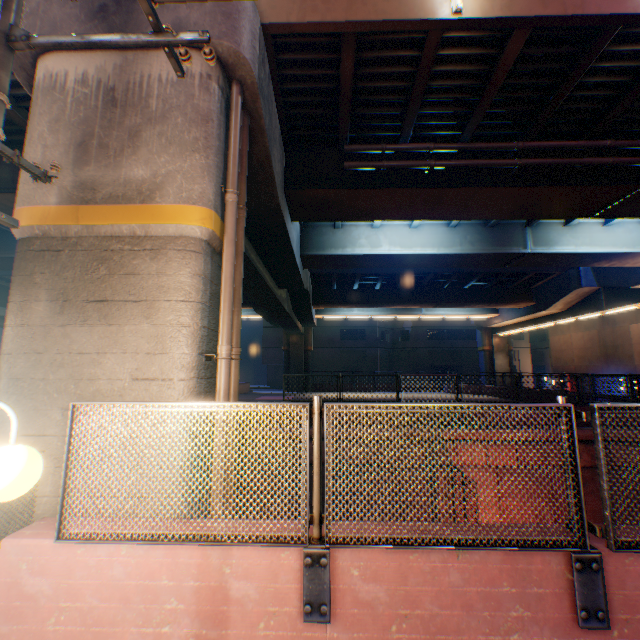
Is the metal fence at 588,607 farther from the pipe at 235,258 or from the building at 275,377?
the building at 275,377

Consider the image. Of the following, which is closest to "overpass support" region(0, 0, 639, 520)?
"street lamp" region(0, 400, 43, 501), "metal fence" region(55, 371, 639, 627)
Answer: "metal fence" region(55, 371, 639, 627)

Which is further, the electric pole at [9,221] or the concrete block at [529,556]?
the electric pole at [9,221]

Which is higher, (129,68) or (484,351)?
(129,68)

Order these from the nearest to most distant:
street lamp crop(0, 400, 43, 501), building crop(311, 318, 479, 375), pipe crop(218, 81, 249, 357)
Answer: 1. street lamp crop(0, 400, 43, 501)
2. pipe crop(218, 81, 249, 357)
3. building crop(311, 318, 479, 375)

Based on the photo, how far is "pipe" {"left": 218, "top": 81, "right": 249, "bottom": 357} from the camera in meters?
5.2

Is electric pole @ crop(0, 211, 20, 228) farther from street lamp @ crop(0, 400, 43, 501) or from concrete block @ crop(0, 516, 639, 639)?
street lamp @ crop(0, 400, 43, 501)

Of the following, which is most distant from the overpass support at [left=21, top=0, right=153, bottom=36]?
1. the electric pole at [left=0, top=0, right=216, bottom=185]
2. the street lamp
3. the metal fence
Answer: the street lamp
